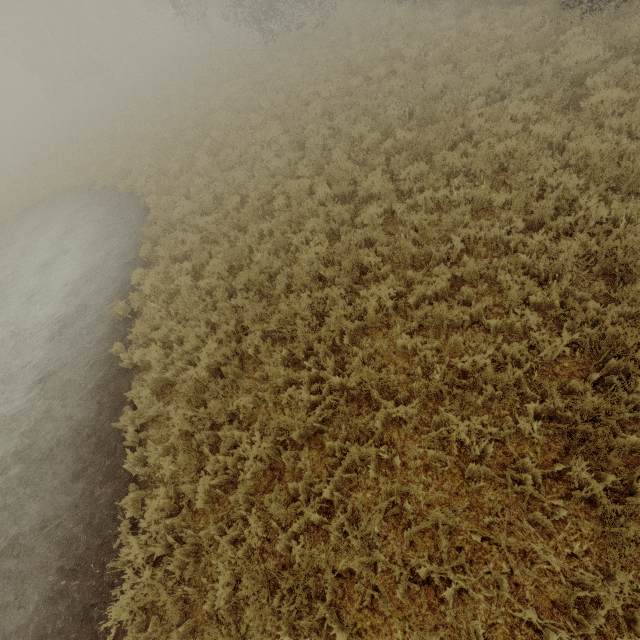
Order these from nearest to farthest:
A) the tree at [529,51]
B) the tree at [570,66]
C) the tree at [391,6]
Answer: the tree at [570,66] < the tree at [529,51] < the tree at [391,6]

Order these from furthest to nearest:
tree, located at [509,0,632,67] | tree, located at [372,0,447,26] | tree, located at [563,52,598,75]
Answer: tree, located at [372,0,447,26], tree, located at [509,0,632,67], tree, located at [563,52,598,75]

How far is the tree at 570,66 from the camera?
7.8m

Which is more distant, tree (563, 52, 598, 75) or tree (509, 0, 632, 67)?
tree (509, 0, 632, 67)

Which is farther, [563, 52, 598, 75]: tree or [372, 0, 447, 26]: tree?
[372, 0, 447, 26]: tree

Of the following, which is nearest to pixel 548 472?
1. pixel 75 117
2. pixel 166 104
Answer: pixel 166 104

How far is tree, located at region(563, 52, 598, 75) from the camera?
7.8 meters
